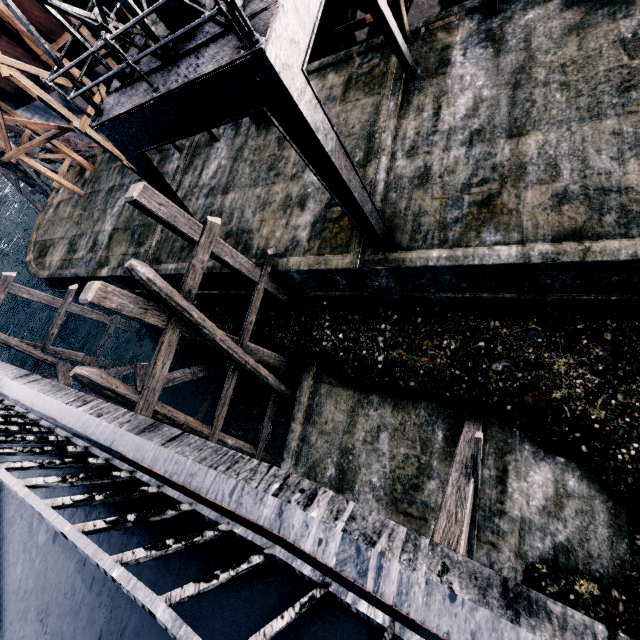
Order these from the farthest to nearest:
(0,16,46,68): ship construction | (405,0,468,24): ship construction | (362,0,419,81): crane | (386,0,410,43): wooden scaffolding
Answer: (0,16,46,68): ship construction → (405,0,468,24): ship construction → (386,0,410,43): wooden scaffolding → (362,0,419,81): crane

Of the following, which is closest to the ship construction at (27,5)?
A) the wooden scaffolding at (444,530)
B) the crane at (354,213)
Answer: the crane at (354,213)

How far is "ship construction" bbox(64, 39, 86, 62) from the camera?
15.6m

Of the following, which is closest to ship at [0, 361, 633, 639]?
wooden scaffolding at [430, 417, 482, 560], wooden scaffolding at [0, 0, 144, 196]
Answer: wooden scaffolding at [430, 417, 482, 560]

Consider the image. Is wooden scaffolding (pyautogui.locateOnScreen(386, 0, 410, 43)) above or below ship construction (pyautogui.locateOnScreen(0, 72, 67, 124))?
below

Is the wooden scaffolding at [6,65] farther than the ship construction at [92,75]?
No

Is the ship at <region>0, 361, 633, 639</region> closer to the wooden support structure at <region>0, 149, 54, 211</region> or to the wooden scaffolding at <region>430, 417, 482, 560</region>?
the wooden scaffolding at <region>430, 417, 482, 560</region>

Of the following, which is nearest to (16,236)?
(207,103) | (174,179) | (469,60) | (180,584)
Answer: (174,179)
